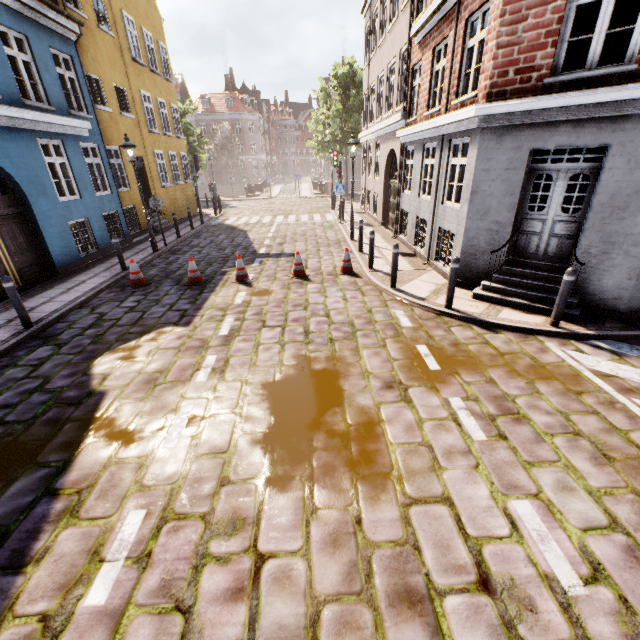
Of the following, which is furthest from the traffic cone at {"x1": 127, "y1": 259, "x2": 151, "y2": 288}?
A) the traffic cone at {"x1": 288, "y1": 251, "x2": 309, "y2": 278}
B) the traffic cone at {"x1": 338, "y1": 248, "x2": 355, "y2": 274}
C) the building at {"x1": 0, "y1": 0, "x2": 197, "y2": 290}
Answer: the building at {"x1": 0, "y1": 0, "x2": 197, "y2": 290}

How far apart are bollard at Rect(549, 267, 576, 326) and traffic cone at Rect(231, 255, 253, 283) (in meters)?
7.24

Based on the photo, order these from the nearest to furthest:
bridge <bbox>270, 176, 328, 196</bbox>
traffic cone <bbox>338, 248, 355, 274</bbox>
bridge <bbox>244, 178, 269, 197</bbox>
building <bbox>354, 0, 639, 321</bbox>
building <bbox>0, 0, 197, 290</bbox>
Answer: building <bbox>354, 0, 639, 321</bbox>, building <bbox>0, 0, 197, 290</bbox>, traffic cone <bbox>338, 248, 355, 274</bbox>, bridge <bbox>244, 178, 269, 197</bbox>, bridge <bbox>270, 176, 328, 196</bbox>

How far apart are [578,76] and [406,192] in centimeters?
668cm

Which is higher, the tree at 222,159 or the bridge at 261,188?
the tree at 222,159

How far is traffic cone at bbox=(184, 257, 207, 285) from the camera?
9.0 meters

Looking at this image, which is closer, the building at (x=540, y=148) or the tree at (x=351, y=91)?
the building at (x=540, y=148)

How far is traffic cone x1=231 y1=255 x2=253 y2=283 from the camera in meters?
9.1 m
